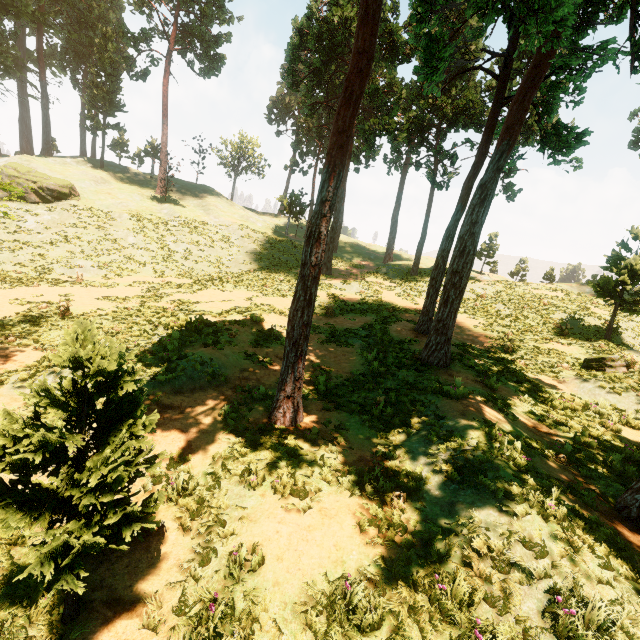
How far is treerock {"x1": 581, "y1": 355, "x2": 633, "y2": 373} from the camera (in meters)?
13.12

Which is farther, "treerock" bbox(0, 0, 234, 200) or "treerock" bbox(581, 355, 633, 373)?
"treerock" bbox(0, 0, 234, 200)

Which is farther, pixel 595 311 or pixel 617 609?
pixel 595 311

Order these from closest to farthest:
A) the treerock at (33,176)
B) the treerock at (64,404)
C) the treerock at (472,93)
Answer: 1. the treerock at (64,404)
2. the treerock at (472,93)
3. the treerock at (33,176)

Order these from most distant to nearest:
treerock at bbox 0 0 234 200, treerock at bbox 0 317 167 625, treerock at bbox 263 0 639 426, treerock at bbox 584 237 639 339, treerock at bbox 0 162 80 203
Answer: treerock at bbox 0 0 234 200
treerock at bbox 584 237 639 339
treerock at bbox 0 162 80 203
treerock at bbox 263 0 639 426
treerock at bbox 0 317 167 625

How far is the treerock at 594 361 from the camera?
13.1m
